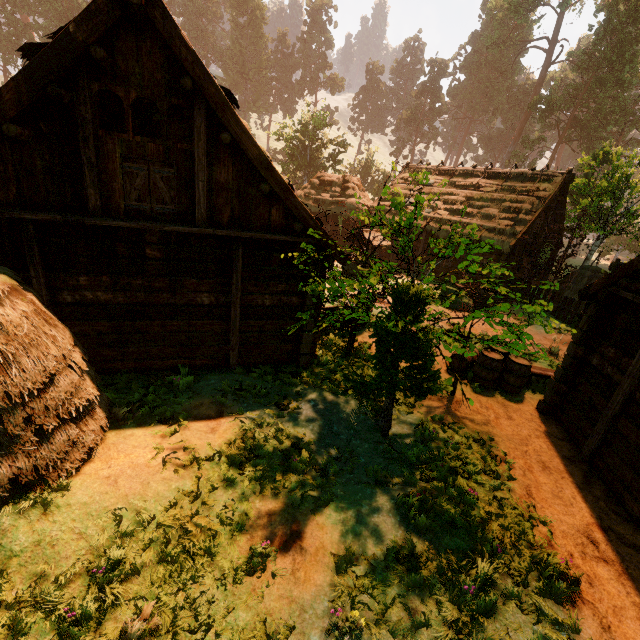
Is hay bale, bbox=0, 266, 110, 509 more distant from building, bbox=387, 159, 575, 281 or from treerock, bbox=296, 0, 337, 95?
treerock, bbox=296, 0, 337, 95

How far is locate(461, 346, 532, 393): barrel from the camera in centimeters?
944cm

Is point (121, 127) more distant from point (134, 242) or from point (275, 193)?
point (275, 193)

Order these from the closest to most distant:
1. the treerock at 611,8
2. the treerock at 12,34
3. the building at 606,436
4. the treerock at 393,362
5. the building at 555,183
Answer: the treerock at 393,362 < the building at 606,436 < the building at 555,183 < the treerock at 611,8 < the treerock at 12,34

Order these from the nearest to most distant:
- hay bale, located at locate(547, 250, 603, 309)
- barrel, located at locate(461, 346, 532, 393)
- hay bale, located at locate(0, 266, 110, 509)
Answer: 1. hay bale, located at locate(0, 266, 110, 509)
2. barrel, located at locate(461, 346, 532, 393)
3. hay bale, located at locate(547, 250, 603, 309)

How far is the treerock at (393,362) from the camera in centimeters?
571cm

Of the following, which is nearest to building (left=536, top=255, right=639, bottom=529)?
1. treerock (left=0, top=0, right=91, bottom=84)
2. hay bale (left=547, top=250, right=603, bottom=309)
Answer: treerock (left=0, top=0, right=91, bottom=84)
